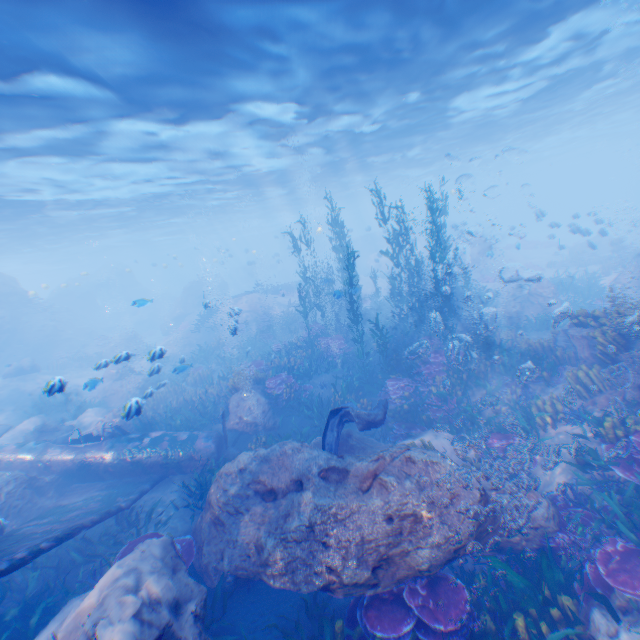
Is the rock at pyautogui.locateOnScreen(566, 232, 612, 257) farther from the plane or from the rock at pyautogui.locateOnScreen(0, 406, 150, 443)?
the plane

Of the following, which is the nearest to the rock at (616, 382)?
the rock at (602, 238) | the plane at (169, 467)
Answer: the plane at (169, 467)

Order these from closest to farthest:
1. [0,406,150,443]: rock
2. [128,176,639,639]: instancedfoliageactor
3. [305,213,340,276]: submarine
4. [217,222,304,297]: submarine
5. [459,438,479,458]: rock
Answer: [128,176,639,639]: instancedfoliageactor < [459,438,479,458]: rock < [0,406,150,443]: rock < [305,213,340,276]: submarine < [217,222,304,297]: submarine

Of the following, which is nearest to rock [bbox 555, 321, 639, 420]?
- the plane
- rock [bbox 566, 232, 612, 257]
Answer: the plane

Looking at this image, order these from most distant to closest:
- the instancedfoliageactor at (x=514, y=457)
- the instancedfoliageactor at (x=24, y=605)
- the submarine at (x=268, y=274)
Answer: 1. the submarine at (x=268, y=274)
2. the instancedfoliageactor at (x=24, y=605)
3. the instancedfoliageactor at (x=514, y=457)

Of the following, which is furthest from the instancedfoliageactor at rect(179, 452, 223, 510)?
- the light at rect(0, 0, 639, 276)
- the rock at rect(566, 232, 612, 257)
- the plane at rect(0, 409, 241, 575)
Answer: the rock at rect(566, 232, 612, 257)

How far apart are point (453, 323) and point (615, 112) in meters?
34.6 m
